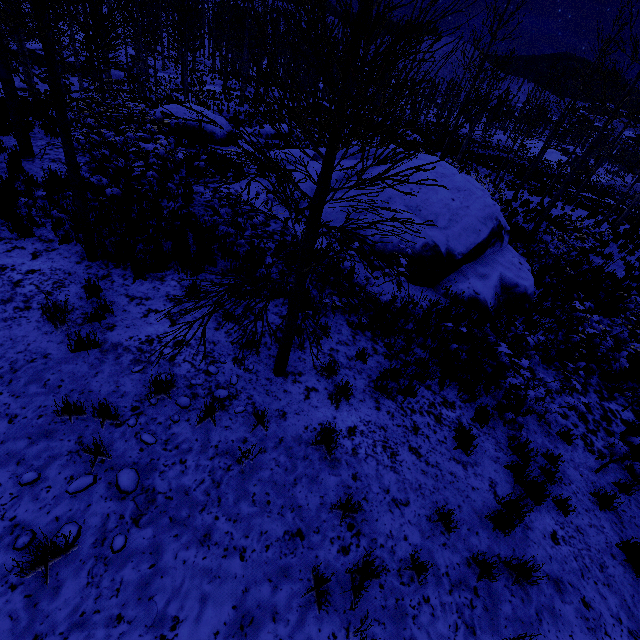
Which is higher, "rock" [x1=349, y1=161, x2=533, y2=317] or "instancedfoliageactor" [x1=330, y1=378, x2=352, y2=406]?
Answer: "rock" [x1=349, y1=161, x2=533, y2=317]

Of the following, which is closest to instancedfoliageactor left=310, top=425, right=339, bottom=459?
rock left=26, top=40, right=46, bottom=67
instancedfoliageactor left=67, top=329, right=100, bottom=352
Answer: instancedfoliageactor left=67, top=329, right=100, bottom=352

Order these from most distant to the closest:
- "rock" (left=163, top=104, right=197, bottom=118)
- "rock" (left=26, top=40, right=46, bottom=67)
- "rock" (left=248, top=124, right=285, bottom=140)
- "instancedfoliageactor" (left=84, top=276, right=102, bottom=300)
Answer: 1. "rock" (left=26, top=40, right=46, bottom=67)
2. "rock" (left=248, top=124, right=285, bottom=140)
3. "rock" (left=163, top=104, right=197, bottom=118)
4. "instancedfoliageactor" (left=84, top=276, right=102, bottom=300)

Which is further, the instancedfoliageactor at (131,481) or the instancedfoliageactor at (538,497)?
the instancedfoliageactor at (538,497)

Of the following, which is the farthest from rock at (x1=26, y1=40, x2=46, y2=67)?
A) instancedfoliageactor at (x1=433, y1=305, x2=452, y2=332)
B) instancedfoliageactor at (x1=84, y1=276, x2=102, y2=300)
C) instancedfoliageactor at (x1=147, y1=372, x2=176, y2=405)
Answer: instancedfoliageactor at (x1=147, y1=372, x2=176, y2=405)

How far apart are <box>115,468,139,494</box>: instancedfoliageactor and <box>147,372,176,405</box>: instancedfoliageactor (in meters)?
0.85

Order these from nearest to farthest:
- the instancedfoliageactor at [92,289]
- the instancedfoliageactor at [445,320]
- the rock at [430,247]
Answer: the instancedfoliageactor at [92,289]
the instancedfoliageactor at [445,320]
the rock at [430,247]

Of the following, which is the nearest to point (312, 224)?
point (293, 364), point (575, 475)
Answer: point (293, 364)
